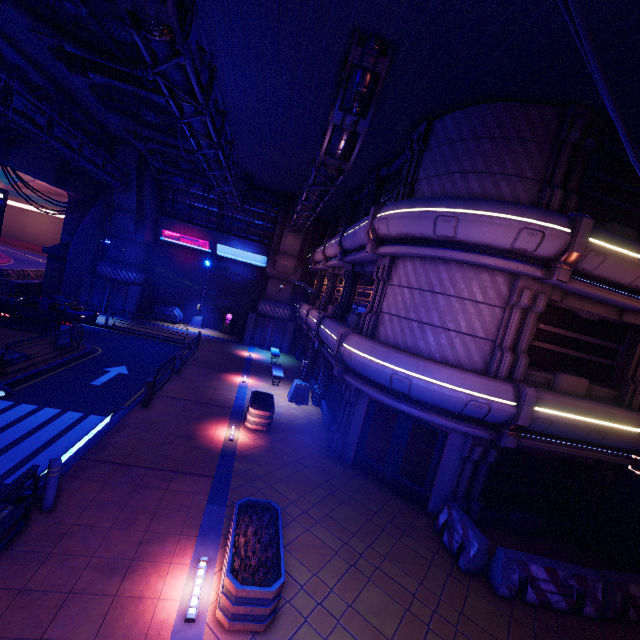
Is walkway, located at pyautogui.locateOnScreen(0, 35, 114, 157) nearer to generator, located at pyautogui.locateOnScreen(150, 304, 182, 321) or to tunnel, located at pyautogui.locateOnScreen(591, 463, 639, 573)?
tunnel, located at pyautogui.locateOnScreen(591, 463, 639, 573)

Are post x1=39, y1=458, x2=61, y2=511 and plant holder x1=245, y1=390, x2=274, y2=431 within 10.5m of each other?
yes

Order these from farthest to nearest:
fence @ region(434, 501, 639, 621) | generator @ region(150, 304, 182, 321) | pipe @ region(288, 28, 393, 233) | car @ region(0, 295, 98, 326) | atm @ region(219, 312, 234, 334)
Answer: atm @ region(219, 312, 234, 334)
generator @ region(150, 304, 182, 321)
car @ region(0, 295, 98, 326)
pipe @ region(288, 28, 393, 233)
fence @ region(434, 501, 639, 621)

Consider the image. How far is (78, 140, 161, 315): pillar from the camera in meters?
23.4

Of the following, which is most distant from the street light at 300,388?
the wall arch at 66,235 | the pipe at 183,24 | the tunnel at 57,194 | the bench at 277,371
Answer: the tunnel at 57,194

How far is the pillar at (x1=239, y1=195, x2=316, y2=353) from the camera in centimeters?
2598cm

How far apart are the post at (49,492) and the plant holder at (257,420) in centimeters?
629cm

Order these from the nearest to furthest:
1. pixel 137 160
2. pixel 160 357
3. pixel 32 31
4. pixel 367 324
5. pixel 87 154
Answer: pixel 32 31 < pixel 367 324 < pixel 87 154 < pixel 160 357 < pixel 137 160
